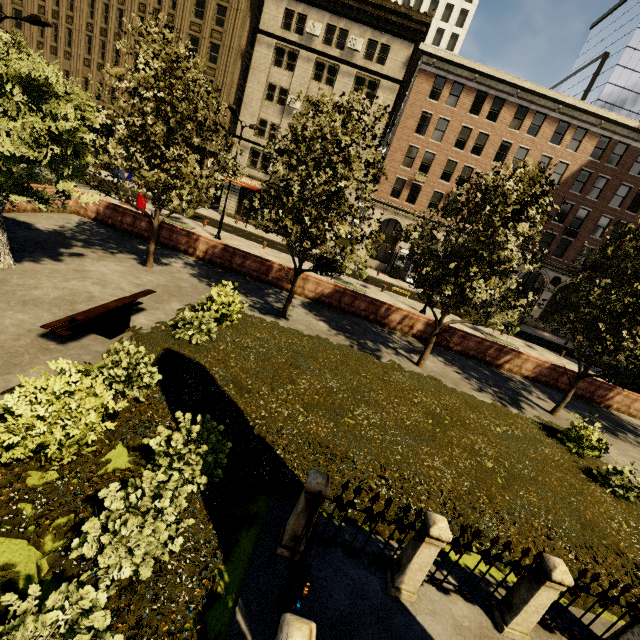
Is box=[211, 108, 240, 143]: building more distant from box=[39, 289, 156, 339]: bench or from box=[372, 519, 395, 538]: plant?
box=[372, 519, 395, 538]: plant

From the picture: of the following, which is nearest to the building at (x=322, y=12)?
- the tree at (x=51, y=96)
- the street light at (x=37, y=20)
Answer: the tree at (x=51, y=96)

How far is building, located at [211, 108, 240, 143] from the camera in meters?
32.3 m

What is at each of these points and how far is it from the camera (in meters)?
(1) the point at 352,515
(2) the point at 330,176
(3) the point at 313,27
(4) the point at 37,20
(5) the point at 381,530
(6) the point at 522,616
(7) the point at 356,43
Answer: (1) plant, 5.61
(2) tree, 11.38
(3) air conditioner, 28.83
(4) street light, 14.20
(5) plant, 5.50
(6) fence, 4.46
(7) air conditioner, 28.83

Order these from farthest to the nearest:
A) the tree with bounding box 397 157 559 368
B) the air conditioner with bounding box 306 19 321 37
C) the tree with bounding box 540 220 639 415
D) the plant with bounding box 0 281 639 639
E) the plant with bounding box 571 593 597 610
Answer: the air conditioner with bounding box 306 19 321 37 < the tree with bounding box 540 220 639 415 < the tree with bounding box 397 157 559 368 < the plant with bounding box 571 593 597 610 < the plant with bounding box 0 281 639 639

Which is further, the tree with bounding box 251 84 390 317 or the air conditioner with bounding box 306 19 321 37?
the air conditioner with bounding box 306 19 321 37

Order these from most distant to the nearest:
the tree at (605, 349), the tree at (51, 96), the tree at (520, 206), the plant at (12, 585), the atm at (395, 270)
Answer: the atm at (395, 270)
the tree at (605, 349)
the tree at (520, 206)
the tree at (51, 96)
the plant at (12, 585)
